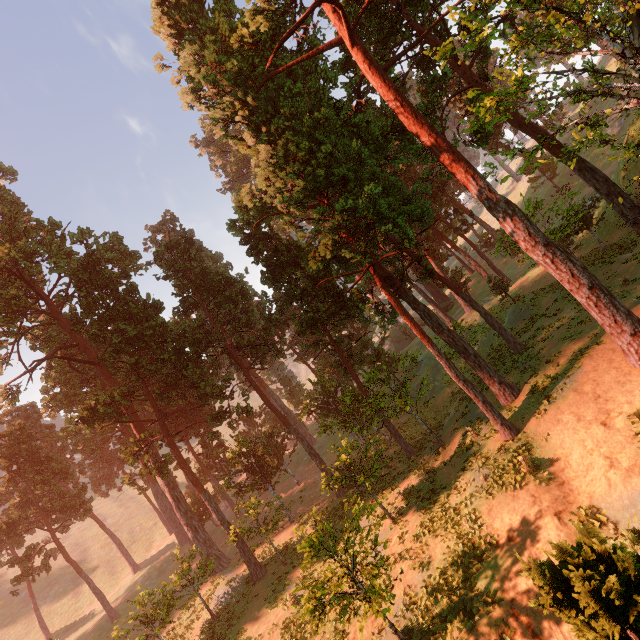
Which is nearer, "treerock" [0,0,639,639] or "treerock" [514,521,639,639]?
"treerock" [514,521,639,639]

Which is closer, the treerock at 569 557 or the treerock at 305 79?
the treerock at 569 557

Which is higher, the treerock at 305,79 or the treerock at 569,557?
the treerock at 305,79

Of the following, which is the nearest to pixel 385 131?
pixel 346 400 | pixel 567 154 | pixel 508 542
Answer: pixel 567 154

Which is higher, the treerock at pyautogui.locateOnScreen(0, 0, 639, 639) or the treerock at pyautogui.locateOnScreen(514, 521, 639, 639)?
the treerock at pyautogui.locateOnScreen(0, 0, 639, 639)
